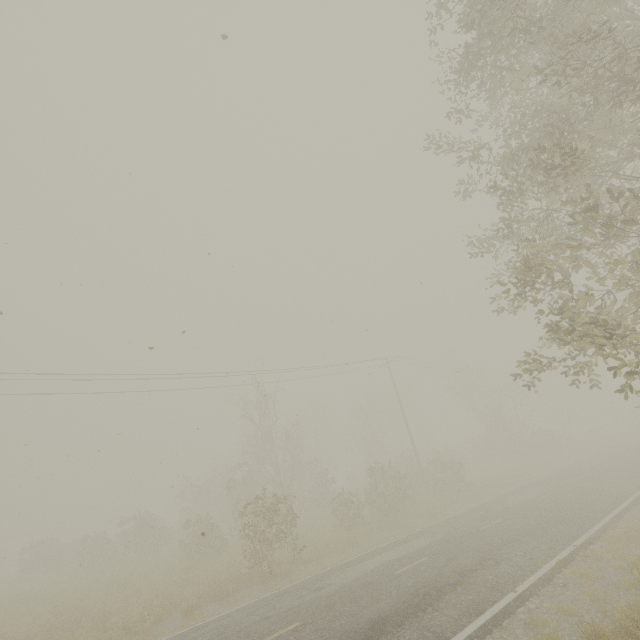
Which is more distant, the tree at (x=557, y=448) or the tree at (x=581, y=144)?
the tree at (x=557, y=448)

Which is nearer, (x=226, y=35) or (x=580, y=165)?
(x=226, y=35)

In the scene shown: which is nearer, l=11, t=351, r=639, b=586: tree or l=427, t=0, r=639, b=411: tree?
l=427, t=0, r=639, b=411: tree
